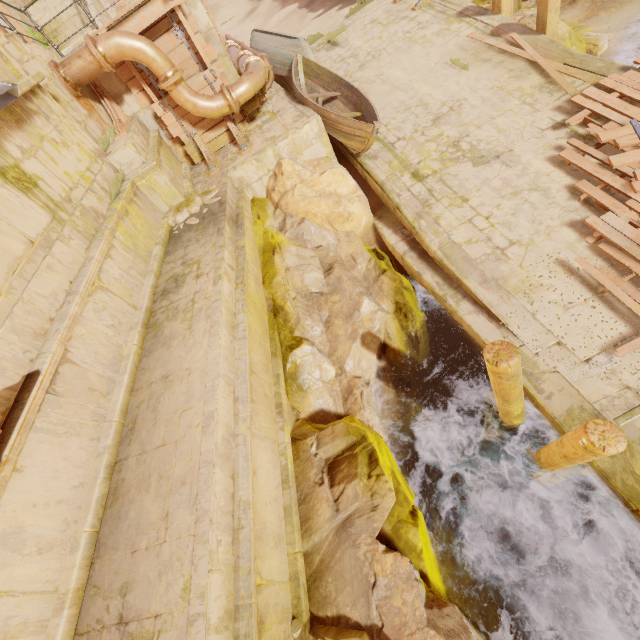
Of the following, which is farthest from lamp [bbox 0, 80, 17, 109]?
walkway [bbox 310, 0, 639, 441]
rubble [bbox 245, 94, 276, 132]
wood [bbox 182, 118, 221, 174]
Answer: walkway [bbox 310, 0, 639, 441]

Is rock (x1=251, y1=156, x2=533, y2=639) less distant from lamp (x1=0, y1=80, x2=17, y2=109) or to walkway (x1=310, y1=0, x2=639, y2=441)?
walkway (x1=310, y1=0, x2=639, y2=441)

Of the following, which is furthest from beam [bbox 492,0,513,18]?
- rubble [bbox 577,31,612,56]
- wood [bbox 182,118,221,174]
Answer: wood [bbox 182,118,221,174]

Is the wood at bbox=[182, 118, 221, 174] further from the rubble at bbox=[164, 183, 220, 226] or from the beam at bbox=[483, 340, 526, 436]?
the beam at bbox=[483, 340, 526, 436]

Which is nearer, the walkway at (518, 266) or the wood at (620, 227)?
the walkway at (518, 266)

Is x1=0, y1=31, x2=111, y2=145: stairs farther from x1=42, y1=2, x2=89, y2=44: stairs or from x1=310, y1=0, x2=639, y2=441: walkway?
x1=310, y1=0, x2=639, y2=441: walkway

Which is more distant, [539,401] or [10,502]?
[539,401]

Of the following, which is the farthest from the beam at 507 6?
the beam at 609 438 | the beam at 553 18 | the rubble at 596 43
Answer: the beam at 609 438
